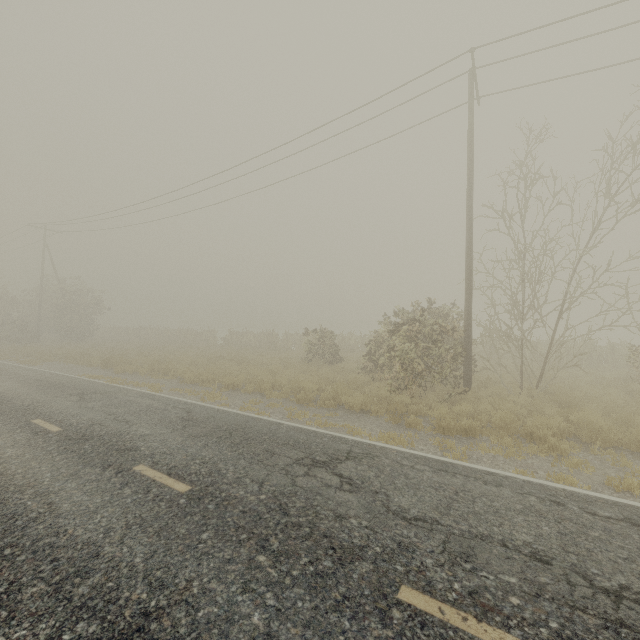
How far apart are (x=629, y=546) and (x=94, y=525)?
6.86m
